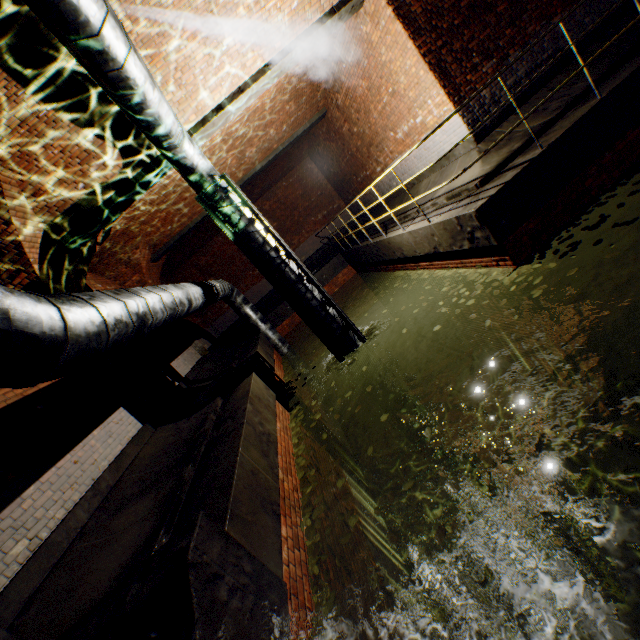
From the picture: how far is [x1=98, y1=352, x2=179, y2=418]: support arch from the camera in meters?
6.8

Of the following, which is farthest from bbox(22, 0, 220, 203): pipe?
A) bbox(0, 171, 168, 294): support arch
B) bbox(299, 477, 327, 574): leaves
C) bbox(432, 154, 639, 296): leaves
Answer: bbox(432, 154, 639, 296): leaves

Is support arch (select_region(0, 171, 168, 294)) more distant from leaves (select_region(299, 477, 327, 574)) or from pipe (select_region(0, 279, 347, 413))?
leaves (select_region(299, 477, 327, 574))

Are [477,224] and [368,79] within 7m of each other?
yes

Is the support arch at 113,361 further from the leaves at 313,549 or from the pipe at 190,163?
the leaves at 313,549

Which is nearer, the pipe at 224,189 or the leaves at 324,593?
the leaves at 324,593

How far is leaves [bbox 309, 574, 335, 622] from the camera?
2.8 meters

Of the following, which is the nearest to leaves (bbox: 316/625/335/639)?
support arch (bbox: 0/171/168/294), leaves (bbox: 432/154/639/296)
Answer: support arch (bbox: 0/171/168/294)
